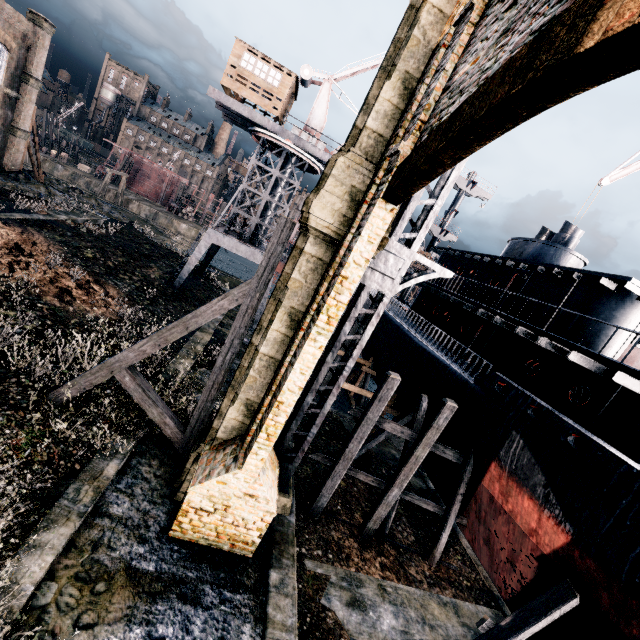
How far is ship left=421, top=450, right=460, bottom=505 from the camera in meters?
15.6 m

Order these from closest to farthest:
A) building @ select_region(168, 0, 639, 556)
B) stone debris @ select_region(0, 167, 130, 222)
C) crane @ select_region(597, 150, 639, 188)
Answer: building @ select_region(168, 0, 639, 556), crane @ select_region(597, 150, 639, 188), stone debris @ select_region(0, 167, 130, 222)

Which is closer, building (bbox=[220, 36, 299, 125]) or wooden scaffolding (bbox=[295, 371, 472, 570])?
wooden scaffolding (bbox=[295, 371, 472, 570])

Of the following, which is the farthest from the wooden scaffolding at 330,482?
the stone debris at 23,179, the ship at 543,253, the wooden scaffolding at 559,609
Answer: the stone debris at 23,179

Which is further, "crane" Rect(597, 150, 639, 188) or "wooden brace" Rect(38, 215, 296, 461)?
"crane" Rect(597, 150, 639, 188)

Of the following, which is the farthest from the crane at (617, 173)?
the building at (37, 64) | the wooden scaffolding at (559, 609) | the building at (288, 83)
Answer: the building at (37, 64)

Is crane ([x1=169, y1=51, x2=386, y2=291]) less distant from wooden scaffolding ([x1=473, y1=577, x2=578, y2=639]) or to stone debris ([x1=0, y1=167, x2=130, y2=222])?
stone debris ([x1=0, y1=167, x2=130, y2=222])

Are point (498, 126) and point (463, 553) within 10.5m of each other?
no
